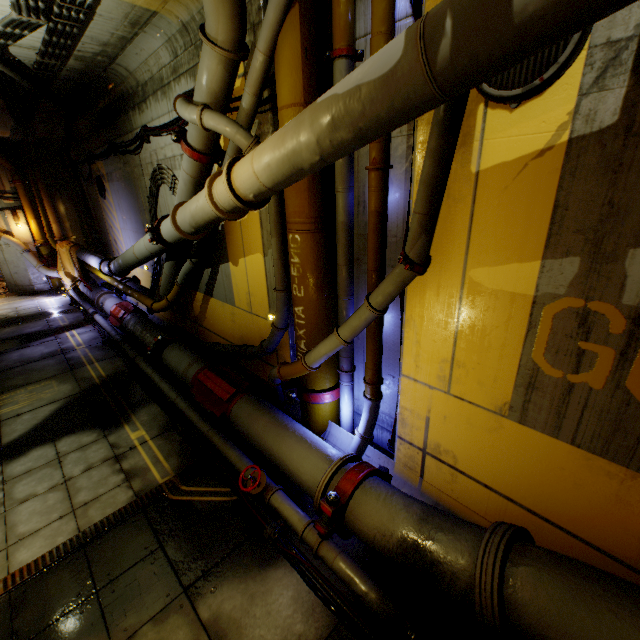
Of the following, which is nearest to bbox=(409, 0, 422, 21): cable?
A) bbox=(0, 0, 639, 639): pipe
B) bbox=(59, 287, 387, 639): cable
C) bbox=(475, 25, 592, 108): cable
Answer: bbox=(0, 0, 639, 639): pipe

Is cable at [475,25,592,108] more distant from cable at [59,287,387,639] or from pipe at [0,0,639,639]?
cable at [59,287,387,639]

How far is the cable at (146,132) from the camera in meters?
6.7 m

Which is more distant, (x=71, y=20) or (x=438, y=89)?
(x=71, y=20)

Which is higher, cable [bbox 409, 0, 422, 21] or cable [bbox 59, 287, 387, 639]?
cable [bbox 409, 0, 422, 21]

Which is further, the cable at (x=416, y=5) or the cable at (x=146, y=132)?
the cable at (x=146, y=132)

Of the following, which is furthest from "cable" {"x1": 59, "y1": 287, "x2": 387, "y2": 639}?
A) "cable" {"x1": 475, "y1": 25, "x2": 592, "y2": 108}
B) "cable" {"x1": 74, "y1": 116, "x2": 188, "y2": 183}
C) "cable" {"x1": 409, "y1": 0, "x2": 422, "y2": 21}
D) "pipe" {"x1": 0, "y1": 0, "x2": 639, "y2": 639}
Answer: "cable" {"x1": 475, "y1": 25, "x2": 592, "y2": 108}

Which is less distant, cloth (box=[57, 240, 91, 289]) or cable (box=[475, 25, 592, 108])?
A: cable (box=[475, 25, 592, 108])
